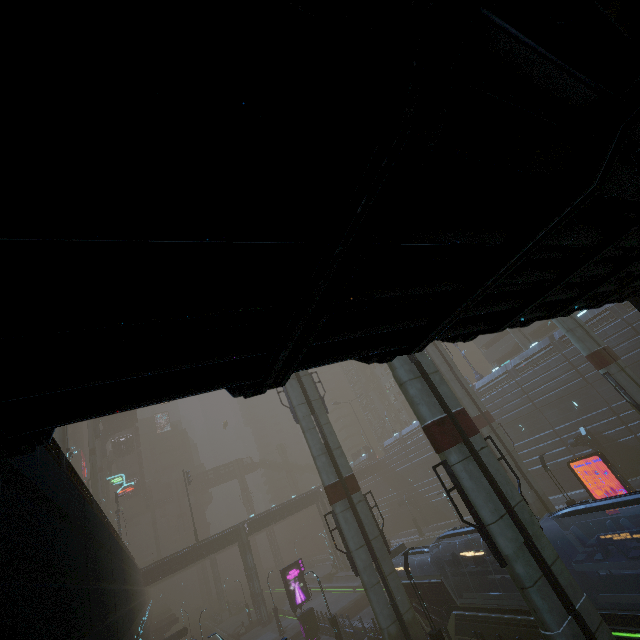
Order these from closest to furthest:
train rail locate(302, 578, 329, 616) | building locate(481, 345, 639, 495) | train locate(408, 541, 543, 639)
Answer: train locate(408, 541, 543, 639)
building locate(481, 345, 639, 495)
train rail locate(302, 578, 329, 616)

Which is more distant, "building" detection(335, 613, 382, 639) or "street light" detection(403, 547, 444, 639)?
"building" detection(335, 613, 382, 639)

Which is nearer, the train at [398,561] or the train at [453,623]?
the train at [453,623]

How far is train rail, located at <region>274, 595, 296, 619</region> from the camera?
42.8m

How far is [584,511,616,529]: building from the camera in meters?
22.6 m

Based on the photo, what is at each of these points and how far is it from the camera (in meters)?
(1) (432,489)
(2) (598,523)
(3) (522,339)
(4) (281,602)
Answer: (1) building, 49.72
(2) building, 23.06
(3) sm, 38.72
(4) train rail, 55.41

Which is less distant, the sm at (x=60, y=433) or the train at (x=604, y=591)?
the train at (x=604, y=591)

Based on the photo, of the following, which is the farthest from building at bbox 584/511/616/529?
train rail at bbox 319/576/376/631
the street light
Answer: the street light
